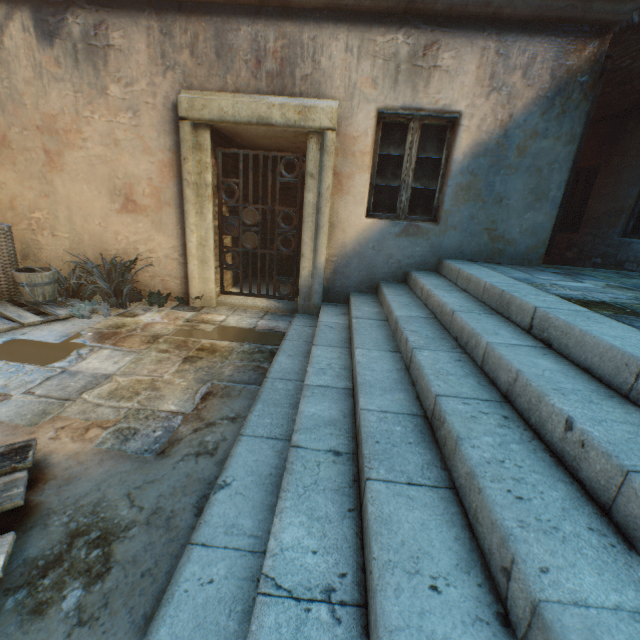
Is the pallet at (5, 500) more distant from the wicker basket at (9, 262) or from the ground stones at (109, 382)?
the wicker basket at (9, 262)

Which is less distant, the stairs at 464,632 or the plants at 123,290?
the stairs at 464,632

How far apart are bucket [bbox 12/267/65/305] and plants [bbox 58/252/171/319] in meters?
0.1 m

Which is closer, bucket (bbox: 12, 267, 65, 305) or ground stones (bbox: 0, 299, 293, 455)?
ground stones (bbox: 0, 299, 293, 455)

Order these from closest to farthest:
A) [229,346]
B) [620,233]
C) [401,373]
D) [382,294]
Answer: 1. [401,373]
2. [229,346]
3. [382,294]
4. [620,233]

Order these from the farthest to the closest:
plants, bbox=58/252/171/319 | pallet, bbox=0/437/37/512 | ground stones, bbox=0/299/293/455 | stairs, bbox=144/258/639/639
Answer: plants, bbox=58/252/171/319, ground stones, bbox=0/299/293/455, pallet, bbox=0/437/37/512, stairs, bbox=144/258/639/639

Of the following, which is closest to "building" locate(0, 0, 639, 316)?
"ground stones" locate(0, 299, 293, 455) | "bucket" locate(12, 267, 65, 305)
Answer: "ground stones" locate(0, 299, 293, 455)

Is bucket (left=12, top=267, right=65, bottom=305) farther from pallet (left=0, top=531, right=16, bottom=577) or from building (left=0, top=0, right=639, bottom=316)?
pallet (left=0, top=531, right=16, bottom=577)
